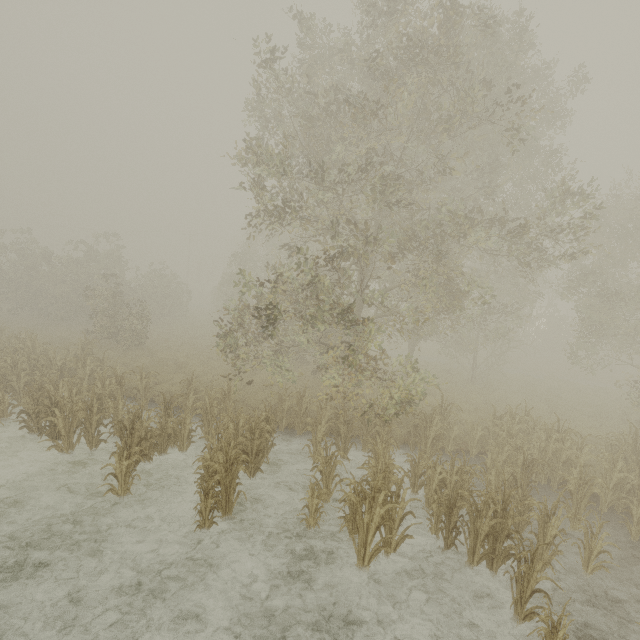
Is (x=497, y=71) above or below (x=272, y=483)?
above
